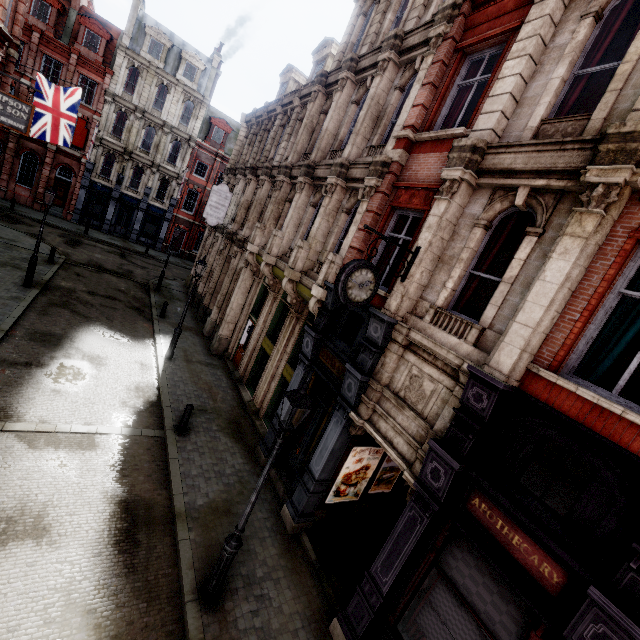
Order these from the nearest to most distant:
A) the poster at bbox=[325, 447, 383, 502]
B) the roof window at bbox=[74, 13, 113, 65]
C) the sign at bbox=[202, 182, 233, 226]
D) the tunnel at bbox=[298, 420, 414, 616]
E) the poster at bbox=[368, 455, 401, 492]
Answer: the tunnel at bbox=[298, 420, 414, 616] → the poster at bbox=[325, 447, 383, 502] → the poster at bbox=[368, 455, 401, 492] → the sign at bbox=[202, 182, 233, 226] → the roof window at bbox=[74, 13, 113, 65]

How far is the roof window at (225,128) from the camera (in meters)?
34.56

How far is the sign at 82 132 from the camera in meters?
28.4 m

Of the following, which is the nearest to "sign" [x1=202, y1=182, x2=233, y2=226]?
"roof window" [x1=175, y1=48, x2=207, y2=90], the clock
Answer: the clock

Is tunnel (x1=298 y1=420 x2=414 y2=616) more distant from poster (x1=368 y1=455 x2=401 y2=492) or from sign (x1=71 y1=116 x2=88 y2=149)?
sign (x1=71 y1=116 x2=88 y2=149)

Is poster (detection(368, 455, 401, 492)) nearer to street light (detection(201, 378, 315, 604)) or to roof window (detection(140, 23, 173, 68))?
street light (detection(201, 378, 315, 604))

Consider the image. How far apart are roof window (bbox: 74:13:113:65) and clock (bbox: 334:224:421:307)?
37.1 meters

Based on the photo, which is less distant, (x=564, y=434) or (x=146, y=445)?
(x=564, y=434)
